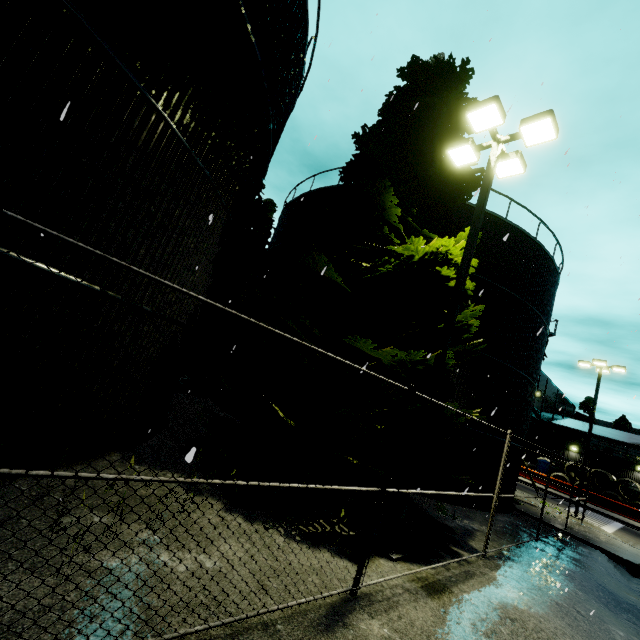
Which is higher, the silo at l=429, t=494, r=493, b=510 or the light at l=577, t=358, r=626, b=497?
the light at l=577, t=358, r=626, b=497

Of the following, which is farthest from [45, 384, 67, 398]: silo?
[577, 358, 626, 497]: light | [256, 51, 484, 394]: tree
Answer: [577, 358, 626, 497]: light

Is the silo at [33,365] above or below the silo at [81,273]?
below

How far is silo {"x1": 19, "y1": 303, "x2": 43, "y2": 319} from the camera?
4.3 meters

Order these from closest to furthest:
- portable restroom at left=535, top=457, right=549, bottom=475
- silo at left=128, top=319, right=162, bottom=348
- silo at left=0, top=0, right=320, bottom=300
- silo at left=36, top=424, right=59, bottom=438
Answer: silo at left=0, top=0, right=320, bottom=300 → silo at left=36, top=424, right=59, bottom=438 → silo at left=128, top=319, right=162, bottom=348 → portable restroom at left=535, top=457, right=549, bottom=475

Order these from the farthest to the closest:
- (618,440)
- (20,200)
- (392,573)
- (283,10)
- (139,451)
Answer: (618,440), (283,10), (139,451), (392,573), (20,200)
